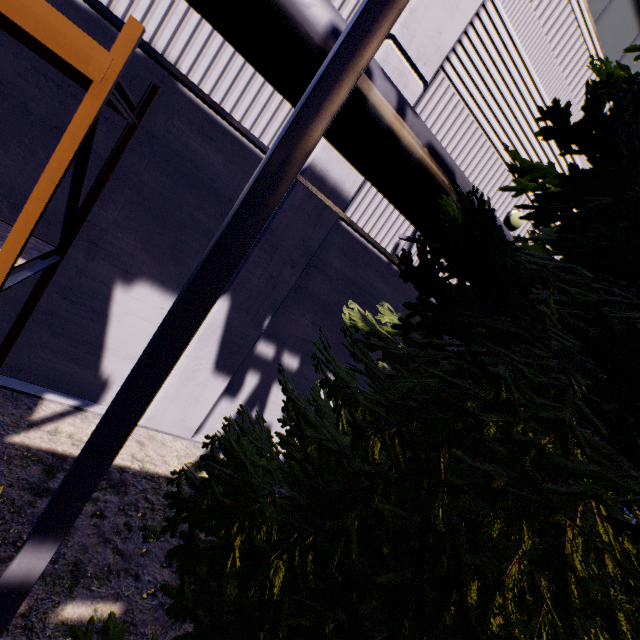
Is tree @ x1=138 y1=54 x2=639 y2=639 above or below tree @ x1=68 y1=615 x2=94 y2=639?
above

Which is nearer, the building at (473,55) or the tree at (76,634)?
the tree at (76,634)

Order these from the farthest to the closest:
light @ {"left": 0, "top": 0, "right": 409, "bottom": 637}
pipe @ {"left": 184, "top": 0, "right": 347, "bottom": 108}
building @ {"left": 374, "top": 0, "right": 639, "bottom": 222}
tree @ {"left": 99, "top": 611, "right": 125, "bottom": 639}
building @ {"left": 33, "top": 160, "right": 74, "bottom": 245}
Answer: building @ {"left": 374, "top": 0, "right": 639, "bottom": 222} → building @ {"left": 33, "top": 160, "right": 74, "bottom": 245} → pipe @ {"left": 184, "top": 0, "right": 347, "bottom": 108} → tree @ {"left": 99, "top": 611, "right": 125, "bottom": 639} → light @ {"left": 0, "top": 0, "right": 409, "bottom": 637}

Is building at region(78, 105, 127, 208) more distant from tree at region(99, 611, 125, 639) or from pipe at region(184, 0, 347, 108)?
tree at region(99, 611, 125, 639)

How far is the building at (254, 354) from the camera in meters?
5.3 m

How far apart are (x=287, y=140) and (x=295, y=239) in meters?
3.8

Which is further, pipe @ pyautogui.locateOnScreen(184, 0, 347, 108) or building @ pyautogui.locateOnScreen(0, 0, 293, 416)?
building @ pyautogui.locateOnScreen(0, 0, 293, 416)
